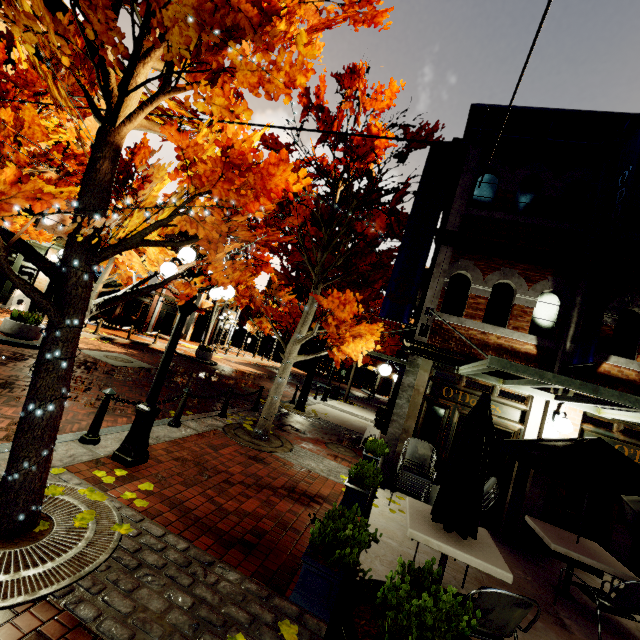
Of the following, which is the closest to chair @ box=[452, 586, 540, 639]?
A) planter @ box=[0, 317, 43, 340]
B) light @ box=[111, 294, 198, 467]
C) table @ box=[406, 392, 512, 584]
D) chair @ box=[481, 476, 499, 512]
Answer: table @ box=[406, 392, 512, 584]

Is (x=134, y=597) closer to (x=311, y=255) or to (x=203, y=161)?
(x=203, y=161)

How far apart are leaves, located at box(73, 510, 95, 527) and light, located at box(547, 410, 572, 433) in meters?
7.6 m

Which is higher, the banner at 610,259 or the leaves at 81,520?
the banner at 610,259

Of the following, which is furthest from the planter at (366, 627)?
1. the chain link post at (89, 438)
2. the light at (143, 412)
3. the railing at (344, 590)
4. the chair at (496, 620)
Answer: the chain link post at (89, 438)

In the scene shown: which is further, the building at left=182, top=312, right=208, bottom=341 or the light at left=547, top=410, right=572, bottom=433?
the building at left=182, top=312, right=208, bottom=341

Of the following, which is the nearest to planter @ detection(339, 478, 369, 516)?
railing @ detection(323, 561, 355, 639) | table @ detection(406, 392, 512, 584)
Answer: table @ detection(406, 392, 512, 584)

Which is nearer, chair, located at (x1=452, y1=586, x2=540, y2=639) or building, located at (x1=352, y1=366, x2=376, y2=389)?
chair, located at (x1=452, y1=586, x2=540, y2=639)
